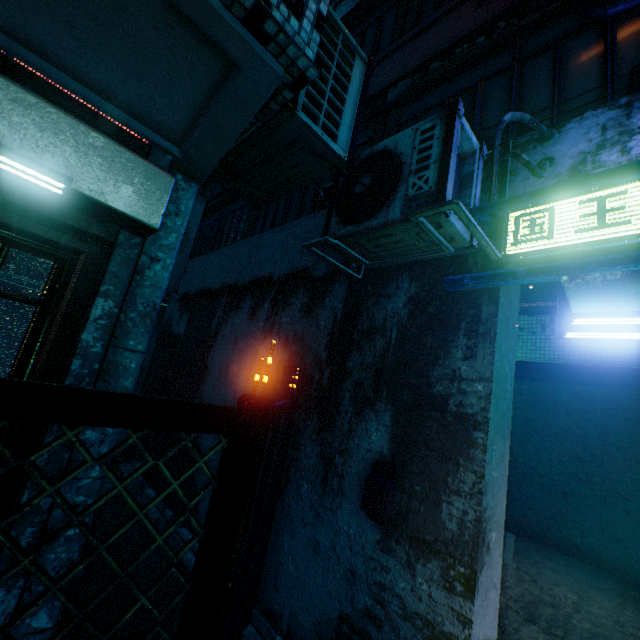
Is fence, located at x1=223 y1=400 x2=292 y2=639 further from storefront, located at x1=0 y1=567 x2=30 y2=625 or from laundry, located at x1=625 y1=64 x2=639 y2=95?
laundry, located at x1=625 y1=64 x2=639 y2=95

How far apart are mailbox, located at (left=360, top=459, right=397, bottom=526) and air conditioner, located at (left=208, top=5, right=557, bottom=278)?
1.37m

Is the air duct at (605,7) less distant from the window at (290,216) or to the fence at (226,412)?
the window at (290,216)

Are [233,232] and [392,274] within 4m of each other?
no

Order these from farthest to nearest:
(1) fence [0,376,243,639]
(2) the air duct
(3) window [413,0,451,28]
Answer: (3) window [413,0,451,28] → (2) the air duct → (1) fence [0,376,243,639]

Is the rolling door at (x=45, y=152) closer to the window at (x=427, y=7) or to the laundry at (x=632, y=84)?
the laundry at (x=632, y=84)

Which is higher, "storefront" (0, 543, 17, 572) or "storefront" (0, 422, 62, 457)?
"storefront" (0, 422, 62, 457)

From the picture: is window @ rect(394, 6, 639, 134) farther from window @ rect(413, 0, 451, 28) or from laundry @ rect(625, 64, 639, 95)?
window @ rect(413, 0, 451, 28)
